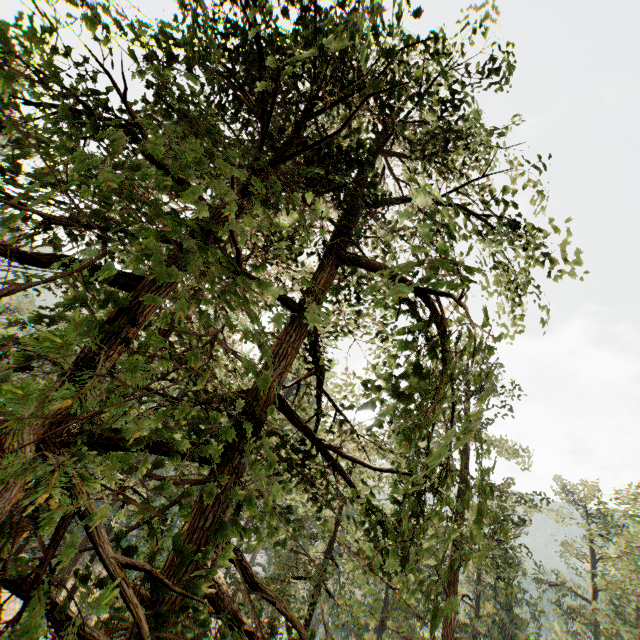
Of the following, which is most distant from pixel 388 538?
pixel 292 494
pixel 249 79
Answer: pixel 292 494
